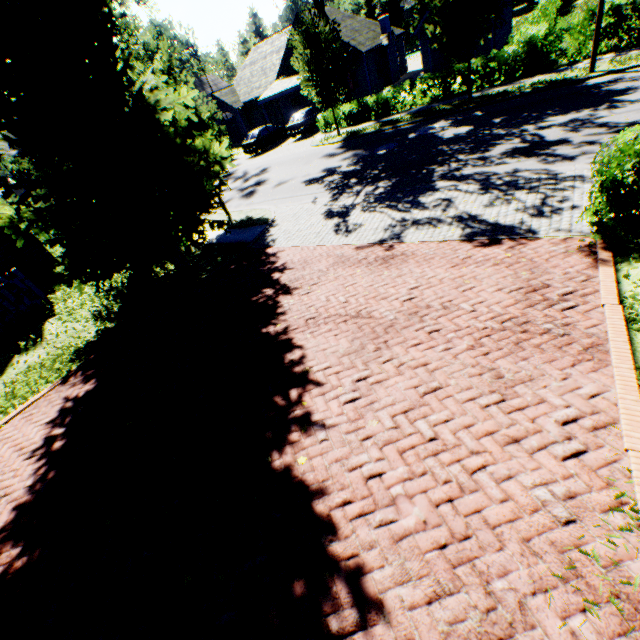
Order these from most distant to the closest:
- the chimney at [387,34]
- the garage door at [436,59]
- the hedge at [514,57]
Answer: the chimney at [387,34] → the garage door at [436,59] → the hedge at [514,57]

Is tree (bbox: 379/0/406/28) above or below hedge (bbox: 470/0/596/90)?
above

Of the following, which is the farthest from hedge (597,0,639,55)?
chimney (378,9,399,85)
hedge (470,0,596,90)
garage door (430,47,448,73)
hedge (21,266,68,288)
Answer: hedge (21,266,68,288)

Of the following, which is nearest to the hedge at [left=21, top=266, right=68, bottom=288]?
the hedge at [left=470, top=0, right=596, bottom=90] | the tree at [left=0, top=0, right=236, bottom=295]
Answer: the tree at [left=0, top=0, right=236, bottom=295]

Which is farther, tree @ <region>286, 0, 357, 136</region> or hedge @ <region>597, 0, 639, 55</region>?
Answer: tree @ <region>286, 0, 357, 136</region>

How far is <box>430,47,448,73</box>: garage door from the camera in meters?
25.5

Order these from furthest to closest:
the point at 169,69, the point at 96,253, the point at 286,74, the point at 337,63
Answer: the point at 286,74 < the point at 337,63 < the point at 169,69 < the point at 96,253

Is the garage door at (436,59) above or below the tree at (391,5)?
below
